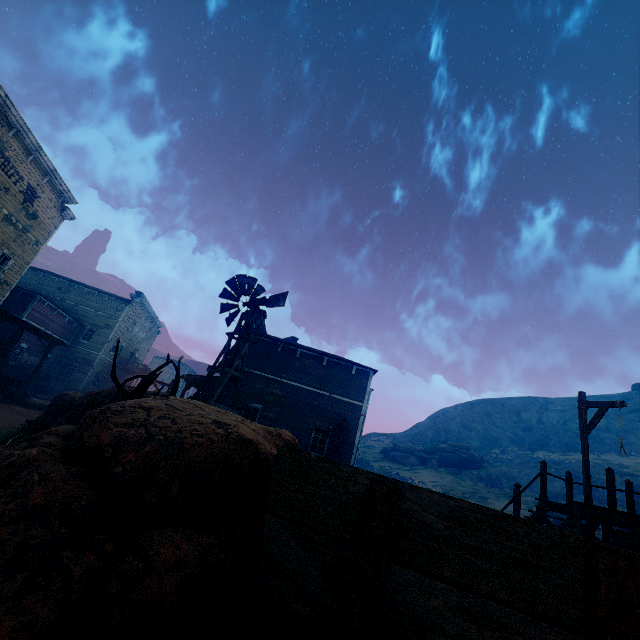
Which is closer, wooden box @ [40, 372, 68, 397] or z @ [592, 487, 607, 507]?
wooden box @ [40, 372, 68, 397]

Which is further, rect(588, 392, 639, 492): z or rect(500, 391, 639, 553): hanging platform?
rect(588, 392, 639, 492): z

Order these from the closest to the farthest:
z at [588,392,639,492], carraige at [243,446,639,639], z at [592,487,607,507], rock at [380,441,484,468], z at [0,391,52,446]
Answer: carraige at [243,446,639,639] → z at [0,391,52,446] → z at [592,487,607,507] → z at [588,392,639,492] → rock at [380,441,484,468]

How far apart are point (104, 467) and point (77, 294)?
40.8 meters

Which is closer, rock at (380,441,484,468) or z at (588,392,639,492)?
z at (588,392,639,492)

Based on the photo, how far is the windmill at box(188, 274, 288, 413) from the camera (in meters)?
12.63

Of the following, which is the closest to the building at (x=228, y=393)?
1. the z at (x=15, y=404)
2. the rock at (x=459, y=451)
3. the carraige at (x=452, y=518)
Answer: the z at (x=15, y=404)

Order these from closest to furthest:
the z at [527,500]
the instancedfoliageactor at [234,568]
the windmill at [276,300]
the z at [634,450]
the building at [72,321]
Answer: the instancedfoliageactor at [234,568] < the windmill at [276,300] < the building at [72,321] < the z at [527,500] < the z at [634,450]
